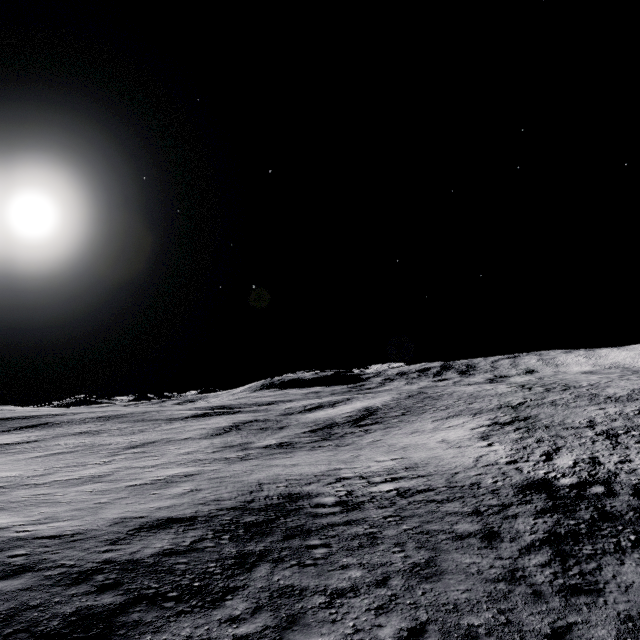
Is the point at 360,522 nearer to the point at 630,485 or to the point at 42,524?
the point at 42,524
